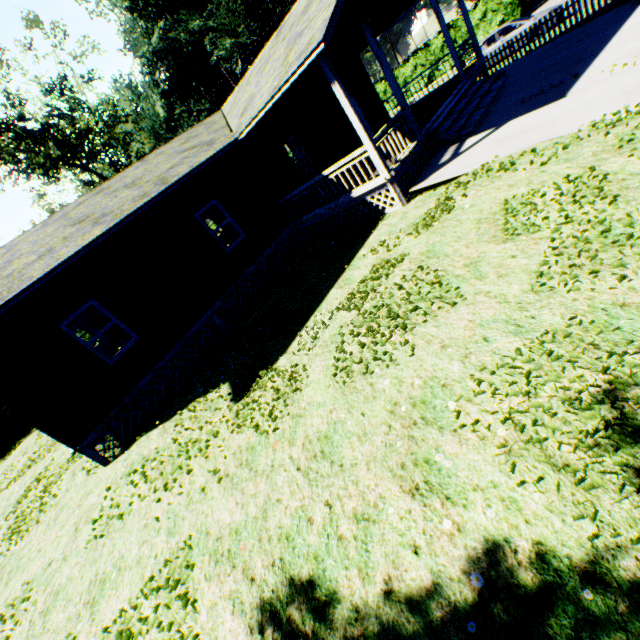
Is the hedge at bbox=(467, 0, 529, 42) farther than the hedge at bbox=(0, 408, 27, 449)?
Yes

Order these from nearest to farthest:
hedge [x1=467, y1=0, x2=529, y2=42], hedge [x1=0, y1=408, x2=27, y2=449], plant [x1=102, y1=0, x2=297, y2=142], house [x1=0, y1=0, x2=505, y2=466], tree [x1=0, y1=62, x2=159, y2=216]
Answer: house [x1=0, y1=0, x2=505, y2=466] < hedge [x1=0, y1=408, x2=27, y2=449] < hedge [x1=467, y1=0, x2=529, y2=42] < tree [x1=0, y1=62, x2=159, y2=216] < plant [x1=102, y1=0, x2=297, y2=142]

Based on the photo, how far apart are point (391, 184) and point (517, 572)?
9.1 meters

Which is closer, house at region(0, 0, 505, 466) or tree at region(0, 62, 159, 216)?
house at region(0, 0, 505, 466)

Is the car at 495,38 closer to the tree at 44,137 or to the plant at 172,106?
the tree at 44,137

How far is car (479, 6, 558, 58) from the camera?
16.5m

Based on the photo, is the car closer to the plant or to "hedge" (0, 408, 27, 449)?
"hedge" (0, 408, 27, 449)

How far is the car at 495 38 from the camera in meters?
16.5
